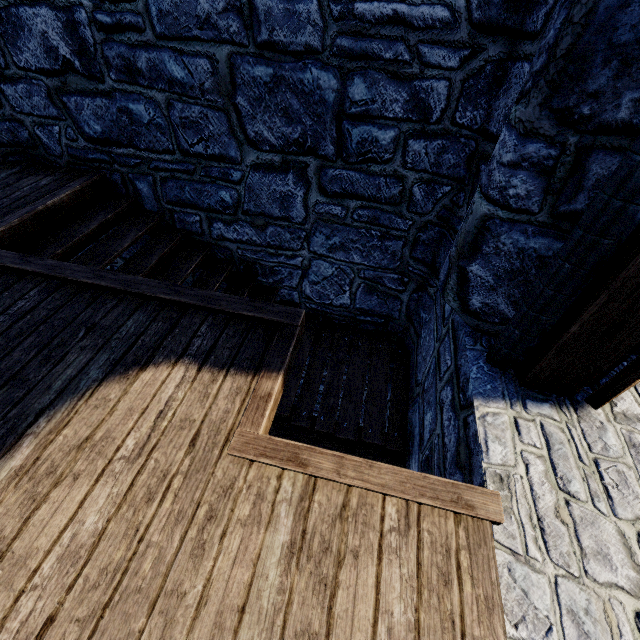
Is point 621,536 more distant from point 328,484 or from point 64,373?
point 64,373
